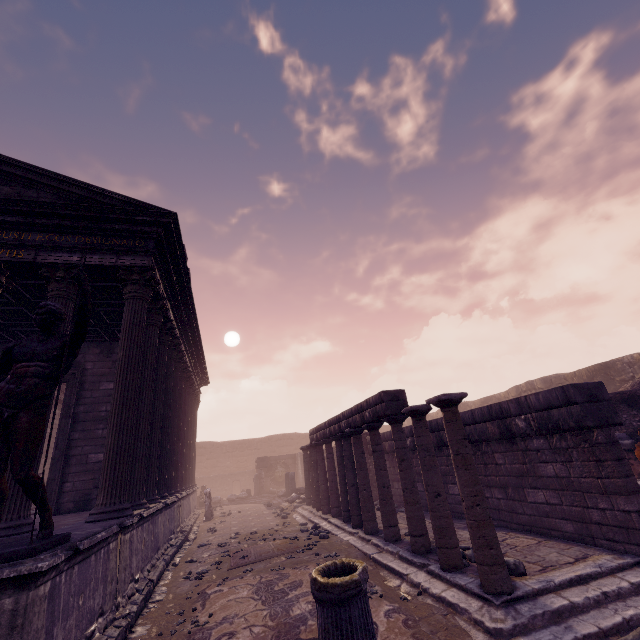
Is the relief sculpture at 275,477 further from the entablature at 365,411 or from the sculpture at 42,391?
the sculpture at 42,391

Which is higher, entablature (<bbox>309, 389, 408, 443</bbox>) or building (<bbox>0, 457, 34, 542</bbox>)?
entablature (<bbox>309, 389, 408, 443</bbox>)

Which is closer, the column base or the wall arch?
the column base

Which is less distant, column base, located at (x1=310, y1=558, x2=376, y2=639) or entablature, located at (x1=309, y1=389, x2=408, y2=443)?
column base, located at (x1=310, y1=558, x2=376, y2=639)

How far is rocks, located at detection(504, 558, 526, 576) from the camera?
4.57m

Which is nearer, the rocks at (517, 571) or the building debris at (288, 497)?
the rocks at (517, 571)

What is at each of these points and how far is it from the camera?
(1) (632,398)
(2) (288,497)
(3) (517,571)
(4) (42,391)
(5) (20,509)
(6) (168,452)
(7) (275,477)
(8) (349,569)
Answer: (1) wall arch, 10.0m
(2) building debris, 17.3m
(3) rocks, 4.6m
(4) sculpture, 3.4m
(5) building, 5.2m
(6) building, 10.9m
(7) relief sculpture, 24.7m
(8) column base, 3.9m

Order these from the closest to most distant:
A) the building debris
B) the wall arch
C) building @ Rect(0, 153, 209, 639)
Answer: building @ Rect(0, 153, 209, 639)
the wall arch
the building debris
